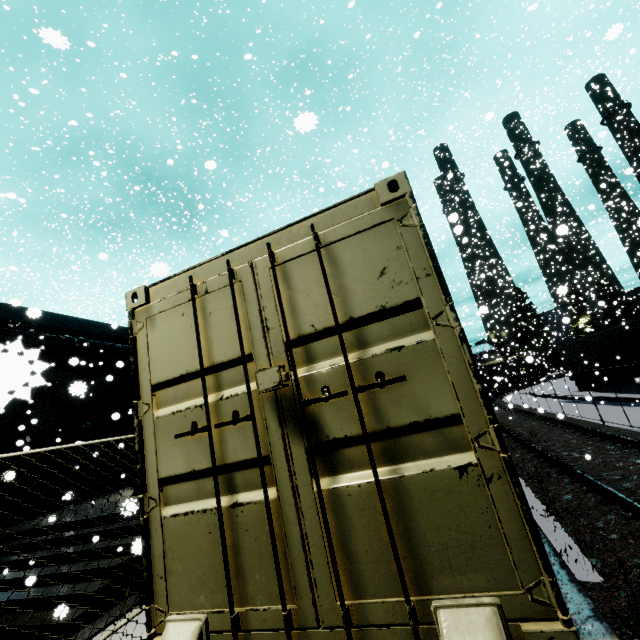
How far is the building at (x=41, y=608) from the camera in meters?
6.7 m

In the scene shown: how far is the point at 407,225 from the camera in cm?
211

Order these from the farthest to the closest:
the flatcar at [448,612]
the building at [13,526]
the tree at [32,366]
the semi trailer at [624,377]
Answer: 1. the semi trailer at [624,377]
2. the building at [13,526]
3. the flatcar at [448,612]
4. the tree at [32,366]

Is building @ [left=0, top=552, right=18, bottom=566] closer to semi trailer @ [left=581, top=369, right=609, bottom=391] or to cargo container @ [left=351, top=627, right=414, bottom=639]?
semi trailer @ [left=581, top=369, right=609, bottom=391]

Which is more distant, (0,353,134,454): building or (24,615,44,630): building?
(24,615,44,630): building

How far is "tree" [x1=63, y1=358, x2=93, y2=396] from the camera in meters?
3.8

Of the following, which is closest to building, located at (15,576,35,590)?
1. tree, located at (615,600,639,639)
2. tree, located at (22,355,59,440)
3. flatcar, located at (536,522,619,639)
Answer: tree, located at (22,355,59,440)

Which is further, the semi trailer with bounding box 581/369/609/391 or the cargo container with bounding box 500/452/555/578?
the semi trailer with bounding box 581/369/609/391
